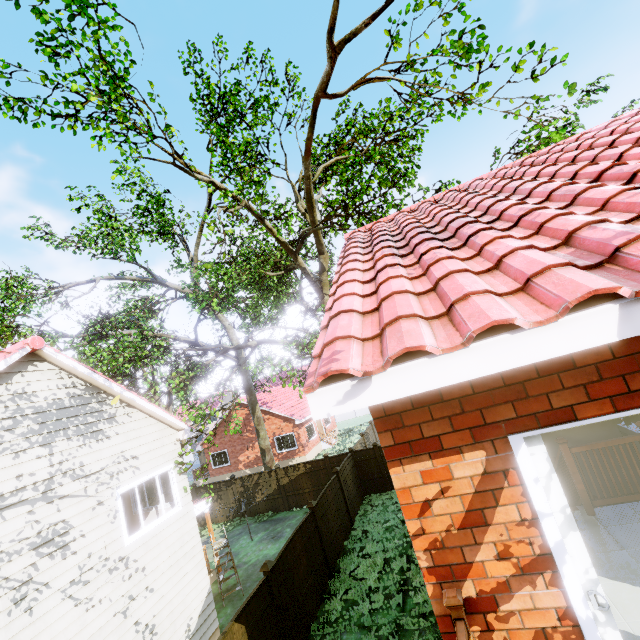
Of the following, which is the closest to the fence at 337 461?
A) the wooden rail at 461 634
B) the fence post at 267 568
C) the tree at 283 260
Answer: the fence post at 267 568

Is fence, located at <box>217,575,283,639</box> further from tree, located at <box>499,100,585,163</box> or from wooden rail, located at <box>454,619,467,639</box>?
wooden rail, located at <box>454,619,467,639</box>

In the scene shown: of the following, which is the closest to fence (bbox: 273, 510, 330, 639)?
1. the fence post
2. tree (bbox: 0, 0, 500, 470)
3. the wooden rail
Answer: the fence post

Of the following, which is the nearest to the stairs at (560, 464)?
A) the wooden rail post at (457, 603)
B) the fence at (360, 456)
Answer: the wooden rail post at (457, 603)

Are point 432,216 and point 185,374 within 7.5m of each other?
no

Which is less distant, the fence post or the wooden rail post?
the wooden rail post

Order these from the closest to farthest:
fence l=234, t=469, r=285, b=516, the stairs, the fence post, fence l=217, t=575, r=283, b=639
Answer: the stairs < fence l=217, t=575, r=283, b=639 < the fence post < fence l=234, t=469, r=285, b=516

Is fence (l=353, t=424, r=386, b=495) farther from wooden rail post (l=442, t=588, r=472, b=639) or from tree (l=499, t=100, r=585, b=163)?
wooden rail post (l=442, t=588, r=472, b=639)
